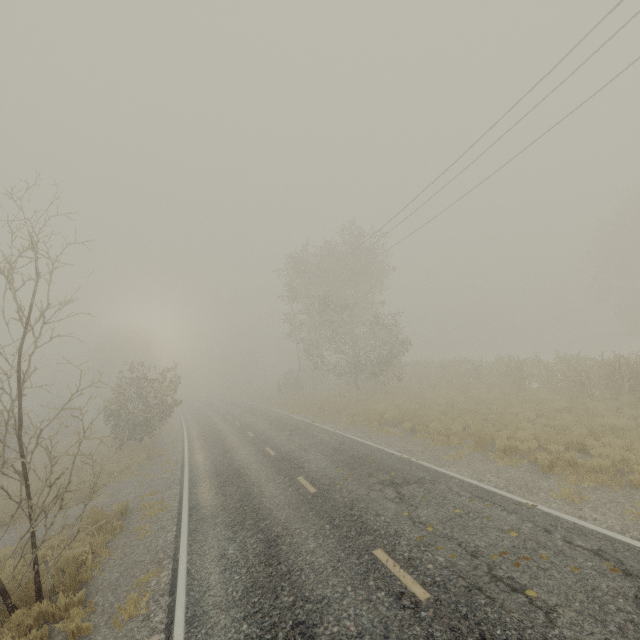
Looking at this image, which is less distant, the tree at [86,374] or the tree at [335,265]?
the tree at [86,374]

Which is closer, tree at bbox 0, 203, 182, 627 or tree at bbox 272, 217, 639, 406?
tree at bbox 0, 203, 182, 627

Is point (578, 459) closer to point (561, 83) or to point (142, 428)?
point (561, 83)
